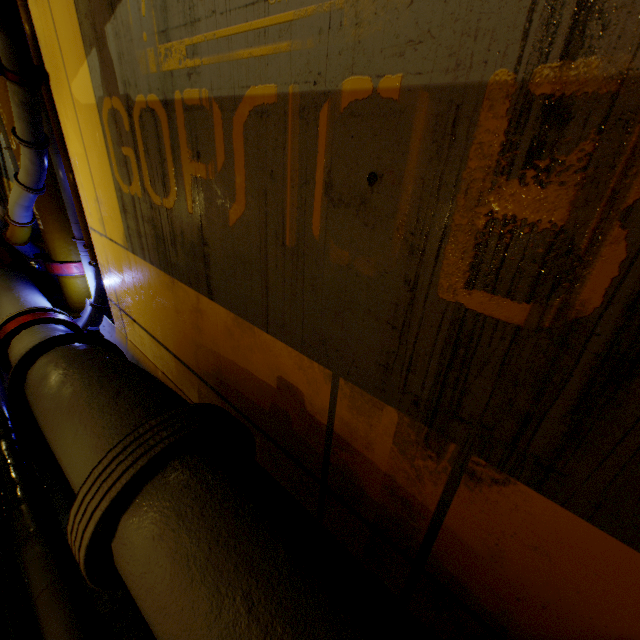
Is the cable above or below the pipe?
below

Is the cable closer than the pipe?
No

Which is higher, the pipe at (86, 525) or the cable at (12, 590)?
the pipe at (86, 525)

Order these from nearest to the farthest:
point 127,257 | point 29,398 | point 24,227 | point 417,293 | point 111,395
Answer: point 417,293, point 111,395, point 29,398, point 127,257, point 24,227

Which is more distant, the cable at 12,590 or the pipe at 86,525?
the cable at 12,590
